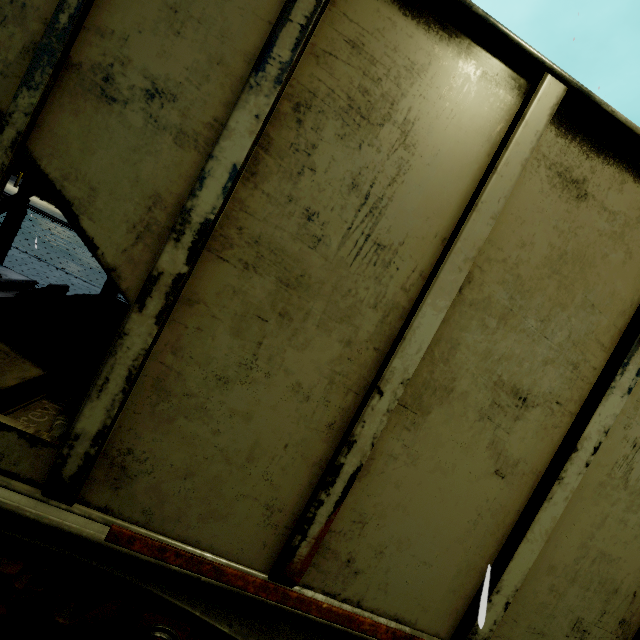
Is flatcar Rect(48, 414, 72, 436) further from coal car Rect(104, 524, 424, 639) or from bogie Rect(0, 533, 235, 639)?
bogie Rect(0, 533, 235, 639)

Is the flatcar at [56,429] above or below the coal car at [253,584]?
above

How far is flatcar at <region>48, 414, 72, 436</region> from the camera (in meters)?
1.60

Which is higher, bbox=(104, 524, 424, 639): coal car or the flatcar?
the flatcar

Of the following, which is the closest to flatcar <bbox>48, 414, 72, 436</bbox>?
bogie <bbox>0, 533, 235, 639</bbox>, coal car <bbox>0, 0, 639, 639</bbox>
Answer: coal car <bbox>0, 0, 639, 639</bbox>

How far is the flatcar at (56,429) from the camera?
1.6 meters

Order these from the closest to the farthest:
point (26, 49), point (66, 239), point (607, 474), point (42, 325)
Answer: point (26, 49) < point (607, 474) < point (42, 325) < point (66, 239)
